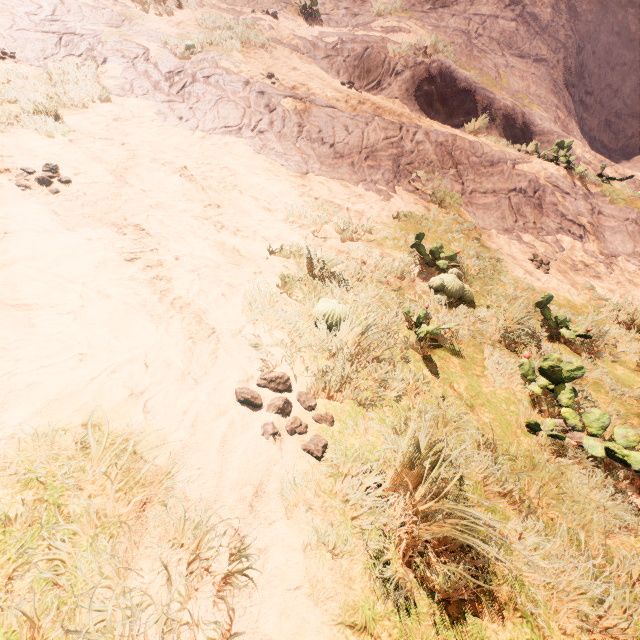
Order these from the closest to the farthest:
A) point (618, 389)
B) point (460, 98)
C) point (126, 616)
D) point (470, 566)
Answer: point (126, 616), point (470, 566), point (618, 389), point (460, 98)
